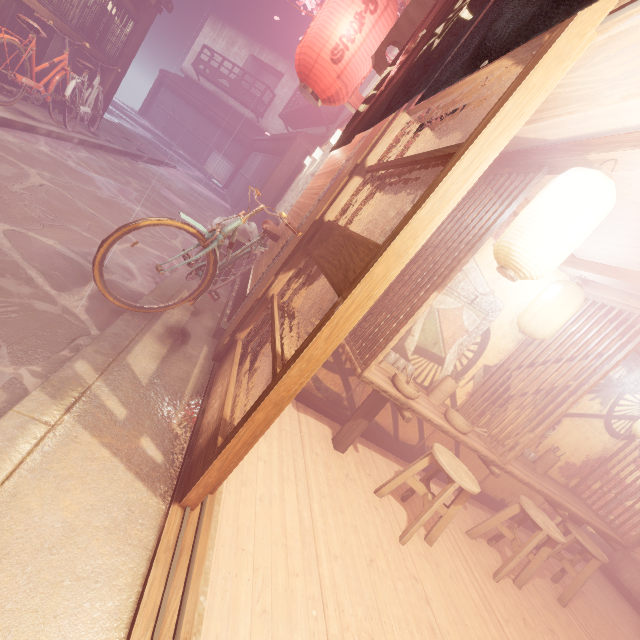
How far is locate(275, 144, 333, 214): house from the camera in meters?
9.6

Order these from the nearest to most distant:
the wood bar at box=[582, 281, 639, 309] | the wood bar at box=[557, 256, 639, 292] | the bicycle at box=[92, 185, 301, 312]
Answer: the bicycle at box=[92, 185, 301, 312], the wood bar at box=[557, 256, 639, 292], the wood bar at box=[582, 281, 639, 309]

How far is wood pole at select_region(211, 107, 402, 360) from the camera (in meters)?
4.70

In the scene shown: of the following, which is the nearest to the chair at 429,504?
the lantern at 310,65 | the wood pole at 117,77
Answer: the lantern at 310,65

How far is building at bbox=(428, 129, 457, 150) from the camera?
4.93m

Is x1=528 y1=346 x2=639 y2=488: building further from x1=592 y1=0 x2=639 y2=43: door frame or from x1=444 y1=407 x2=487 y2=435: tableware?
x1=444 y1=407 x2=487 y2=435: tableware

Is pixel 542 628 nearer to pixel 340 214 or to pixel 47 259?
pixel 340 214

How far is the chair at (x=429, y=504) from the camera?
4.7m
